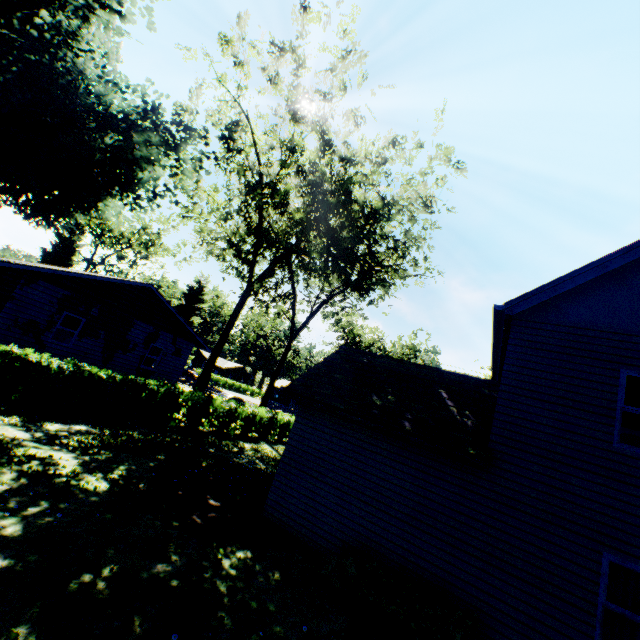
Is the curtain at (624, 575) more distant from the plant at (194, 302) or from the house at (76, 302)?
the plant at (194, 302)

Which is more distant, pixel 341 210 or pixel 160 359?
pixel 341 210

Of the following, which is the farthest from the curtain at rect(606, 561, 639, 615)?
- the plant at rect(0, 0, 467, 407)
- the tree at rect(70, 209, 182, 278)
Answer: the tree at rect(70, 209, 182, 278)

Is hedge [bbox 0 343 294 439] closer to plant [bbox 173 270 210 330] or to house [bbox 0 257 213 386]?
plant [bbox 173 270 210 330]

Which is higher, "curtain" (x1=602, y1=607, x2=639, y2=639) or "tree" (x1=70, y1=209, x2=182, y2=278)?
"tree" (x1=70, y1=209, x2=182, y2=278)

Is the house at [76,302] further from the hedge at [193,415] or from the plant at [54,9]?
the hedge at [193,415]

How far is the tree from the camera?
38.9 meters

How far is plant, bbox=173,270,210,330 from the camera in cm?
4709
